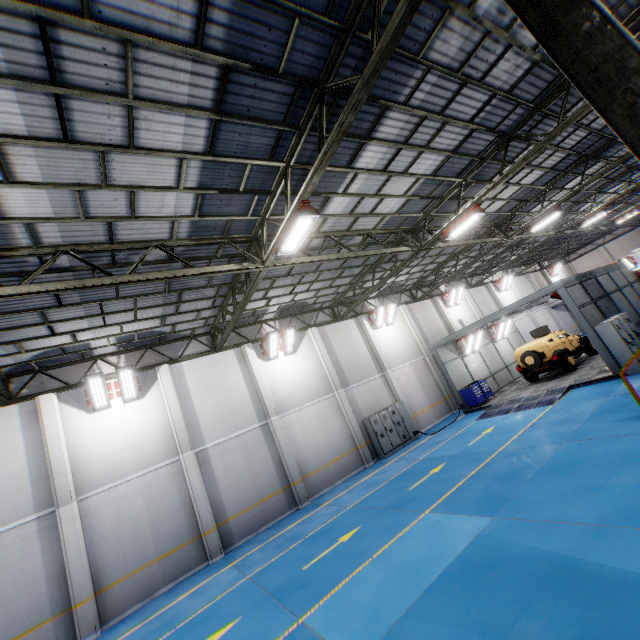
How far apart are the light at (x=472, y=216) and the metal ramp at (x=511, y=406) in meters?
8.1 m

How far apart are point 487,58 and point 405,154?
2.7 meters

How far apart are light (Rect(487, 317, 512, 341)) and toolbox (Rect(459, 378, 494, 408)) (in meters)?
4.71

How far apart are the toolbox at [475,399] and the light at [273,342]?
10.94m

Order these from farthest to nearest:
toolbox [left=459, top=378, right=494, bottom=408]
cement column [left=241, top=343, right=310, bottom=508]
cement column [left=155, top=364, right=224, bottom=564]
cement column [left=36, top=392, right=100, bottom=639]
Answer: toolbox [left=459, top=378, right=494, bottom=408]
cement column [left=241, top=343, right=310, bottom=508]
cement column [left=155, top=364, right=224, bottom=564]
cement column [left=36, top=392, right=100, bottom=639]

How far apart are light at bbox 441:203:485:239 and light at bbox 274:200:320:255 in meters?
7.0

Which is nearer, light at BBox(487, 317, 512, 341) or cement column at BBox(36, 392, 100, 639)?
cement column at BBox(36, 392, 100, 639)

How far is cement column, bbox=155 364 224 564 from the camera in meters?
12.2
